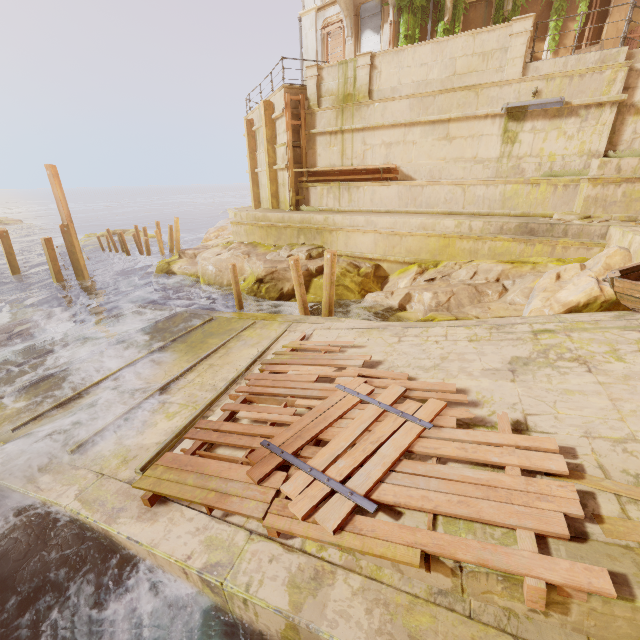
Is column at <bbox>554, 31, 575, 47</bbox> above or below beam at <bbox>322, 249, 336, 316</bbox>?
above

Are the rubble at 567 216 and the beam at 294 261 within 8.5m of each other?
yes

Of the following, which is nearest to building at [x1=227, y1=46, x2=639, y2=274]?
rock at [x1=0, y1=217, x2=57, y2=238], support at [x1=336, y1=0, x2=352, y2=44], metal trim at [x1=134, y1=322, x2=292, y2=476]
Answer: support at [x1=336, y1=0, x2=352, y2=44]

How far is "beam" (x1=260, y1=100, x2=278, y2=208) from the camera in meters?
15.1 m

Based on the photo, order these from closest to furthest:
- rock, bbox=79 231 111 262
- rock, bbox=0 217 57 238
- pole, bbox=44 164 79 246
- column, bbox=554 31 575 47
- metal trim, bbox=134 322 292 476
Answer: metal trim, bbox=134 322 292 476 → column, bbox=554 31 575 47 → pole, bbox=44 164 79 246 → rock, bbox=79 231 111 262 → rock, bbox=0 217 57 238

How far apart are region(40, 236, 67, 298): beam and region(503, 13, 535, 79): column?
19.29m

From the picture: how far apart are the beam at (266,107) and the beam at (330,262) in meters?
8.3 m

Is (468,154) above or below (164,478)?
above
